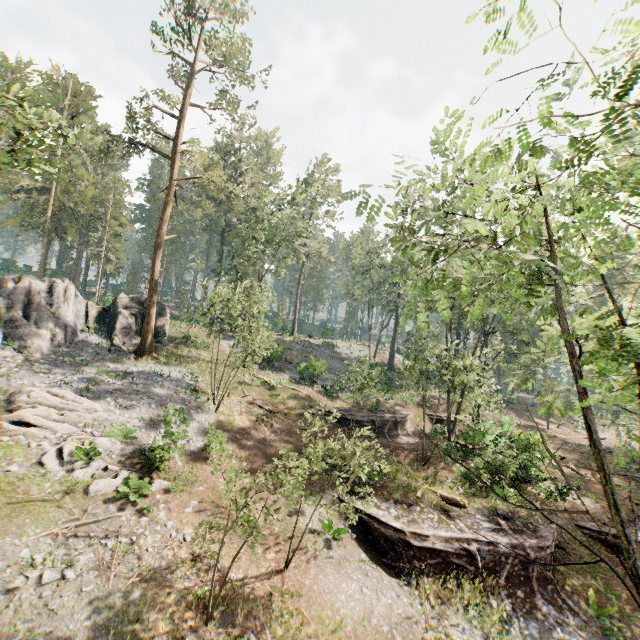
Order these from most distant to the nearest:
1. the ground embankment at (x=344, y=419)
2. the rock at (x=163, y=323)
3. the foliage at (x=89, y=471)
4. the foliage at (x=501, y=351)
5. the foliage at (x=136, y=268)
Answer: the foliage at (x=136, y=268) < the rock at (x=163, y=323) < the ground embankment at (x=344, y=419) < the foliage at (x=89, y=471) < the foliage at (x=501, y=351)

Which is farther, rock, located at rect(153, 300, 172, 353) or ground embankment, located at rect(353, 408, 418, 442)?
rock, located at rect(153, 300, 172, 353)

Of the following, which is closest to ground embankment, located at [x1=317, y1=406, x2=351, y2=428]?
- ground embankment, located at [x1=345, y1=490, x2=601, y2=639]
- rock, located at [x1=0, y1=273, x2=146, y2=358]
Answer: ground embankment, located at [x1=345, y1=490, x2=601, y2=639]

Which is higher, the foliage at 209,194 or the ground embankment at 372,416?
the foliage at 209,194

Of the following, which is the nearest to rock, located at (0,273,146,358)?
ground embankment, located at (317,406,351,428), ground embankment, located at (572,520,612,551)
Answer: ground embankment, located at (317,406,351,428)

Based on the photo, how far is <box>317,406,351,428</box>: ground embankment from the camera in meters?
27.8 m

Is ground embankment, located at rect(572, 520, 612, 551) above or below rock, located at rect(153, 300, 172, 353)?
below

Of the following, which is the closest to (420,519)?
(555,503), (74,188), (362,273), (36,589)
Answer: (555,503)
